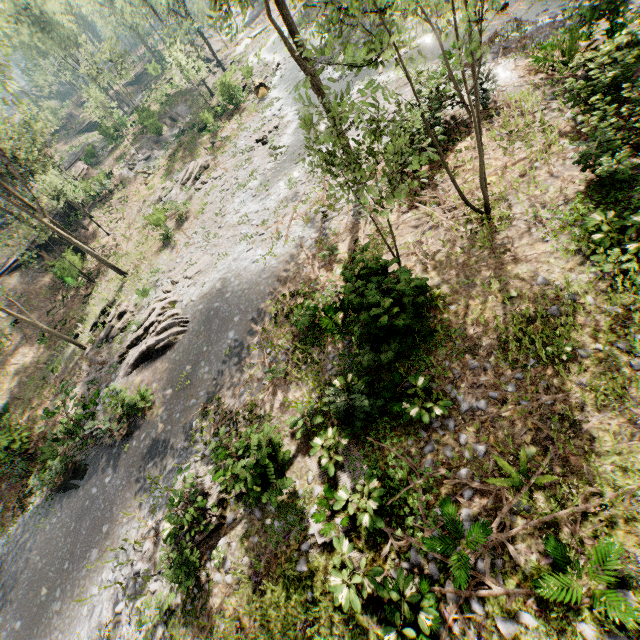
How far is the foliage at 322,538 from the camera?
8.2m

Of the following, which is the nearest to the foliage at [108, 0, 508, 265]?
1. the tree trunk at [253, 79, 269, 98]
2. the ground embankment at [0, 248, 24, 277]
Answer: the ground embankment at [0, 248, 24, 277]

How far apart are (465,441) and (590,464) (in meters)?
2.37

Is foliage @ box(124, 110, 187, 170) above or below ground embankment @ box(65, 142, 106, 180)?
below

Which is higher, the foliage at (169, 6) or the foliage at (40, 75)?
the foliage at (40, 75)

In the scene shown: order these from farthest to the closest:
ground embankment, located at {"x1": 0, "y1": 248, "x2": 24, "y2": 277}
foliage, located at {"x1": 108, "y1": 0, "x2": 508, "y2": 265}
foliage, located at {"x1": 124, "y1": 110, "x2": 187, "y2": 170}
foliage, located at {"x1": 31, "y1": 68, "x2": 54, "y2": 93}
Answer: foliage, located at {"x1": 31, "y1": 68, "x2": 54, "y2": 93} → foliage, located at {"x1": 124, "y1": 110, "x2": 187, "y2": 170} → ground embankment, located at {"x1": 0, "y1": 248, "x2": 24, "y2": 277} → foliage, located at {"x1": 108, "y1": 0, "x2": 508, "y2": 265}

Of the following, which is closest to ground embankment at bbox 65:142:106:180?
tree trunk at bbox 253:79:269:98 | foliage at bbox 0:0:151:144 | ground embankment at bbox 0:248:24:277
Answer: foliage at bbox 0:0:151:144
